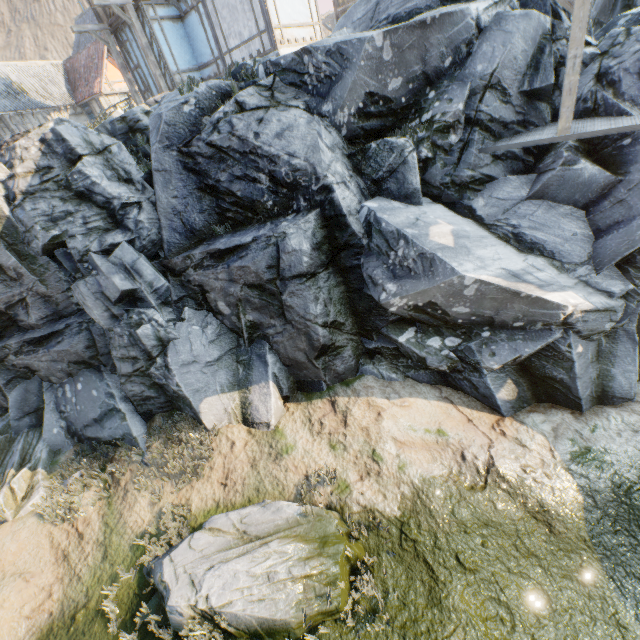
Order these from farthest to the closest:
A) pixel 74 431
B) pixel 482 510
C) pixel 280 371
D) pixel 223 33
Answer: pixel 223 33 < pixel 74 431 < pixel 280 371 < pixel 482 510

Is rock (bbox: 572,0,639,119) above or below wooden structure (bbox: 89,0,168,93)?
below

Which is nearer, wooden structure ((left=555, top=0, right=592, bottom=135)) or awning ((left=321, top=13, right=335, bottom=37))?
wooden structure ((left=555, top=0, right=592, bottom=135))

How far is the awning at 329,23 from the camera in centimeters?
1880cm

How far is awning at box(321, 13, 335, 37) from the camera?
18.8m

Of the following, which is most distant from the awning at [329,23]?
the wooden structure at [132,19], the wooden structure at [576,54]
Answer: the wooden structure at [576,54]

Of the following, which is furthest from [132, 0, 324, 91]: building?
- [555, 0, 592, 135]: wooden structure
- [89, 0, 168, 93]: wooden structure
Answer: [555, 0, 592, 135]: wooden structure

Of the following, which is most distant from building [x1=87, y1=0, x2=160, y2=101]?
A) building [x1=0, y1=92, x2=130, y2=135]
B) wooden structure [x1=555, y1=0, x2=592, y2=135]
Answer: wooden structure [x1=555, y1=0, x2=592, y2=135]
